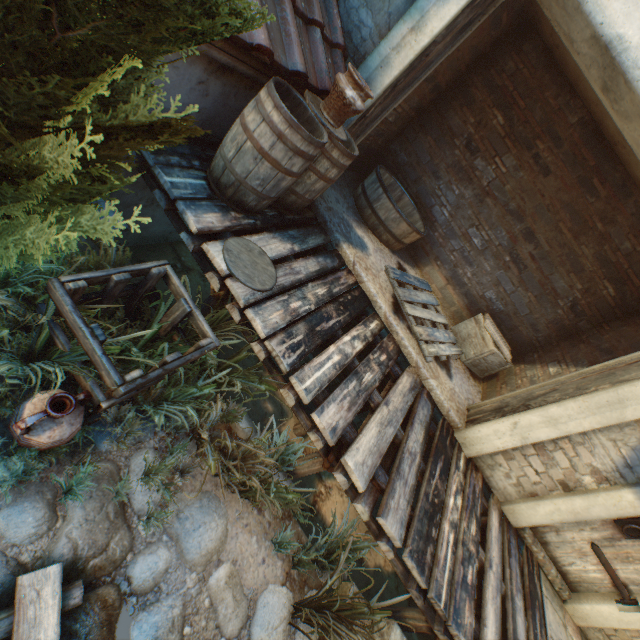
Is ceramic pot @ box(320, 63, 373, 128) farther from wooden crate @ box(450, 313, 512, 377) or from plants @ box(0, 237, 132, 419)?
wooden crate @ box(450, 313, 512, 377)

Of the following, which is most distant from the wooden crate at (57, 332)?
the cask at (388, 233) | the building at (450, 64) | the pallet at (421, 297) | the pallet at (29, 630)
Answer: the cask at (388, 233)

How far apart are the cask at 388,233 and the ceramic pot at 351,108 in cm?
197

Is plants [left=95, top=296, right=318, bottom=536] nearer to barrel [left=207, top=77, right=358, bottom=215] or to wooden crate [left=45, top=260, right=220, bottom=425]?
wooden crate [left=45, top=260, right=220, bottom=425]

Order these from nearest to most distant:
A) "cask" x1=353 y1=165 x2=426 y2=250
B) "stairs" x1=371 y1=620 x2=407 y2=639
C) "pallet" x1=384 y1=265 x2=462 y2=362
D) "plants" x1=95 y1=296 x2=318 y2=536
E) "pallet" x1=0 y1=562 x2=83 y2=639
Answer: "pallet" x1=0 y1=562 x2=83 y2=639 → "plants" x1=95 y1=296 x2=318 y2=536 → "stairs" x1=371 y1=620 x2=407 y2=639 → "pallet" x1=384 y1=265 x2=462 y2=362 → "cask" x1=353 y1=165 x2=426 y2=250

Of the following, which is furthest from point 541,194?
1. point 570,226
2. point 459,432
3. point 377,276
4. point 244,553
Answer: point 244,553

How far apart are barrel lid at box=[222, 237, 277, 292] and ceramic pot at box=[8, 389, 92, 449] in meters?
1.3 m

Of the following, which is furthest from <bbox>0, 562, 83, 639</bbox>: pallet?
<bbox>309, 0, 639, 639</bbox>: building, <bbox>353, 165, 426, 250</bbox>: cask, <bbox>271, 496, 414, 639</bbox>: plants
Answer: <bbox>353, 165, 426, 250</bbox>: cask
